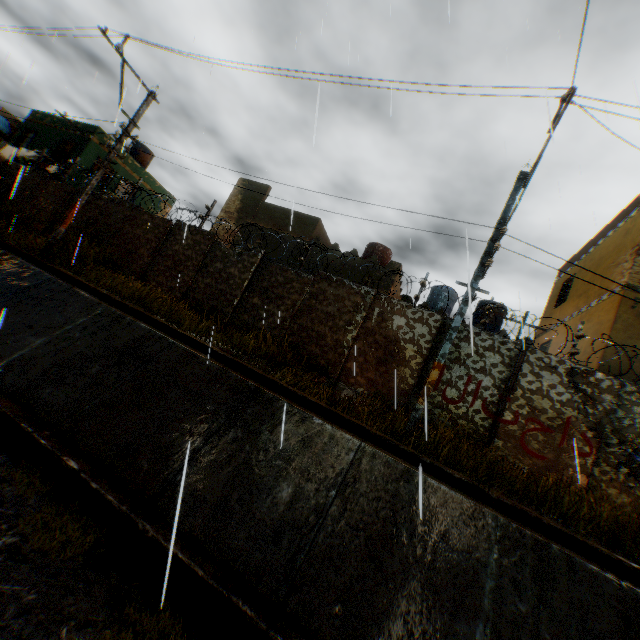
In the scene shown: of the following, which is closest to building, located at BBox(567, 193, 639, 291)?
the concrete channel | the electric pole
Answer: the concrete channel

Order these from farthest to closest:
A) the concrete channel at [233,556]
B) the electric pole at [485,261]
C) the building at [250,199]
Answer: the building at [250,199] < the electric pole at [485,261] < the concrete channel at [233,556]

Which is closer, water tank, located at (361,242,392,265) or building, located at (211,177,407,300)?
building, located at (211,177,407,300)

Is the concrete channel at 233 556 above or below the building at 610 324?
below

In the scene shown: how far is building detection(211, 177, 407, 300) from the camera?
14.8m

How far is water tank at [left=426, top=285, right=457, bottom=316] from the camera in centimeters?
1903cm

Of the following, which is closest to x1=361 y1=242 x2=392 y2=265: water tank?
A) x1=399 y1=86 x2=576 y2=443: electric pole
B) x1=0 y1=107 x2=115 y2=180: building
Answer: x1=0 y1=107 x2=115 y2=180: building

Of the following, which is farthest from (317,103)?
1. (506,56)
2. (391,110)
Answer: (506,56)
